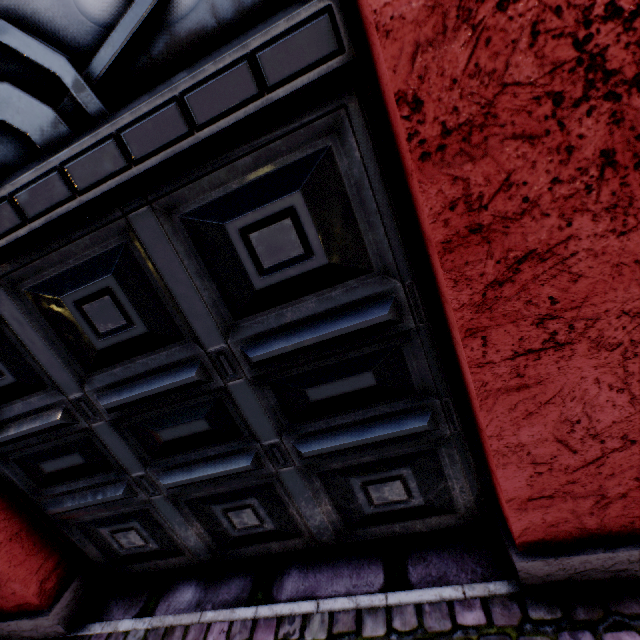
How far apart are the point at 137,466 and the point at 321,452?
1.0 meters
